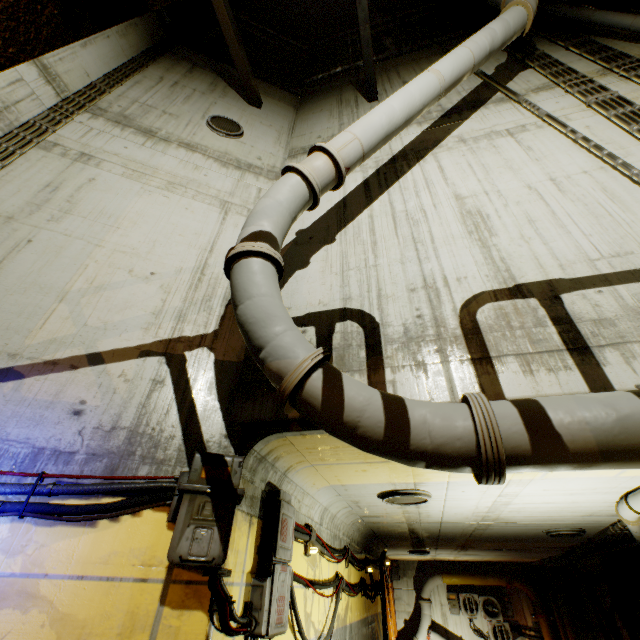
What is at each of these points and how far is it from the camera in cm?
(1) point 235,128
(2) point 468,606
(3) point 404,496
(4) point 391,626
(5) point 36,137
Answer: (1) cable, 737
(2) air conditioner, 1441
(3) cable, 518
(4) beam, 1318
(5) pipe, 491

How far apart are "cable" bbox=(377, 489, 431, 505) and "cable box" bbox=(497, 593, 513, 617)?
14.52m

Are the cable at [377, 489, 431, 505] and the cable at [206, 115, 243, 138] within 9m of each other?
yes

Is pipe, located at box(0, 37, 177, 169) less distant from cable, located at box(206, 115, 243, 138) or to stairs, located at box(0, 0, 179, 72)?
stairs, located at box(0, 0, 179, 72)

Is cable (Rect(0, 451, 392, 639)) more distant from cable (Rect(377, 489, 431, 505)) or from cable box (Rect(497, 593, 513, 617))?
cable box (Rect(497, 593, 513, 617))

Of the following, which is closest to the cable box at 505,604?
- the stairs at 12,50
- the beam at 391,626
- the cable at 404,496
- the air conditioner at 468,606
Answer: the air conditioner at 468,606

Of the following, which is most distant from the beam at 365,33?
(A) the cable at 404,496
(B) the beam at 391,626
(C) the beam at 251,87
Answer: (B) the beam at 391,626

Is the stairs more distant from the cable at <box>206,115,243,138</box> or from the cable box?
the cable box
